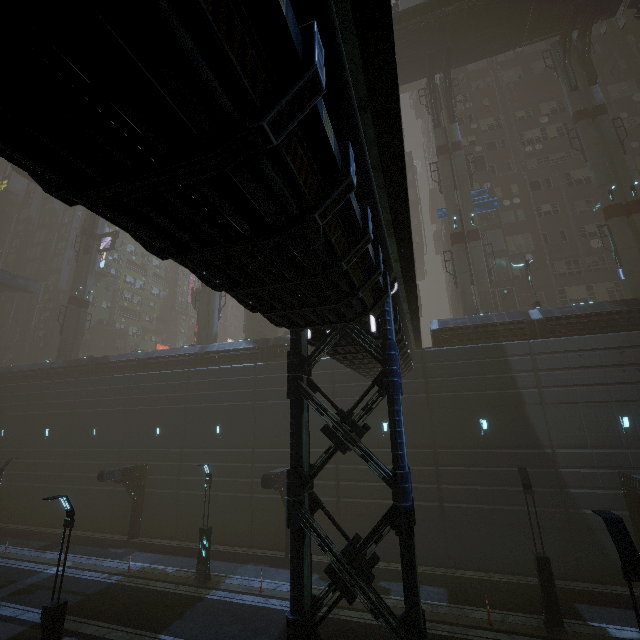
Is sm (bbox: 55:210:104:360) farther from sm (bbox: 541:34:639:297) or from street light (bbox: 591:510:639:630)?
sm (bbox: 541:34:639:297)

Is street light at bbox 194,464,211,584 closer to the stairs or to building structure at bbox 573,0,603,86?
building structure at bbox 573,0,603,86

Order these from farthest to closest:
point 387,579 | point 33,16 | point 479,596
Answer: point 387,579
point 479,596
point 33,16

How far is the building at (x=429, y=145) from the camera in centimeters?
4697cm

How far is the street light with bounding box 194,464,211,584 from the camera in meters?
16.3 m

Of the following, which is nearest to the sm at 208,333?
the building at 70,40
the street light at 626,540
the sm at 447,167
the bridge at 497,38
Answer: the building at 70,40

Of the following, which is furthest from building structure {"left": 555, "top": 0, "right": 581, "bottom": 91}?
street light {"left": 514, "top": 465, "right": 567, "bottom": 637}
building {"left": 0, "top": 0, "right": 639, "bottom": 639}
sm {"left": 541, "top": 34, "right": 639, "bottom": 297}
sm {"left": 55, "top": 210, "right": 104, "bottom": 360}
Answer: sm {"left": 55, "top": 210, "right": 104, "bottom": 360}

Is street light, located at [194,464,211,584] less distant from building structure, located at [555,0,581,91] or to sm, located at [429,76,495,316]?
sm, located at [429,76,495,316]
